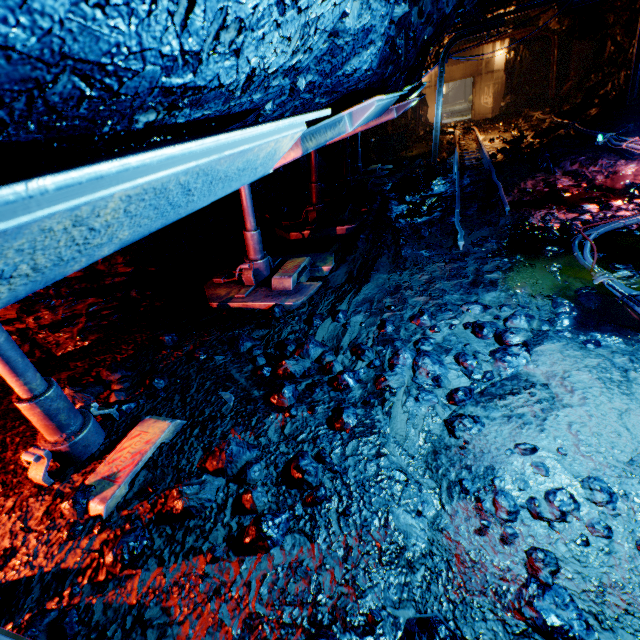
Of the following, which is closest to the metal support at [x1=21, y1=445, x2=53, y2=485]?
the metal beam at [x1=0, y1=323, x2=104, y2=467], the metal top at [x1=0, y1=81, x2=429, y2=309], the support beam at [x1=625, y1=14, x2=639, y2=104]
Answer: the metal beam at [x1=0, y1=323, x2=104, y2=467]

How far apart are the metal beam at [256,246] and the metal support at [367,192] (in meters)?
4.56

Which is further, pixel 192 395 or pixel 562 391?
pixel 192 395

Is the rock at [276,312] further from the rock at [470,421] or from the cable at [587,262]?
the cable at [587,262]

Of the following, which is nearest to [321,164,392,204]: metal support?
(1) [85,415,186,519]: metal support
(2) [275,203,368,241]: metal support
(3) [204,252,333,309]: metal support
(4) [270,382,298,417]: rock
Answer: (2) [275,203,368,241]: metal support

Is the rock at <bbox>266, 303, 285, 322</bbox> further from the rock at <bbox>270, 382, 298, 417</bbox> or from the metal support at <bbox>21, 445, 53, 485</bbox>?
the metal support at <bbox>21, 445, 53, 485</bbox>

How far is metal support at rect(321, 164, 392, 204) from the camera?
8.8m

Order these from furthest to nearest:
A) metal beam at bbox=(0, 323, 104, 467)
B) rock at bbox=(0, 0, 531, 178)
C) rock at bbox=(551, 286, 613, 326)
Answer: rock at bbox=(551, 286, 613, 326), metal beam at bbox=(0, 323, 104, 467), rock at bbox=(0, 0, 531, 178)
